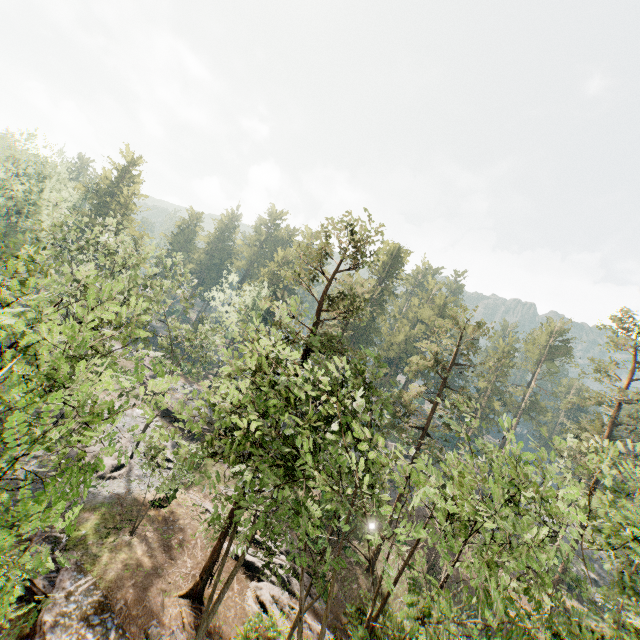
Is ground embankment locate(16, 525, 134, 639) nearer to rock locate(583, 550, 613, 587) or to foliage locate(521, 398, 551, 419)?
foliage locate(521, 398, 551, 419)

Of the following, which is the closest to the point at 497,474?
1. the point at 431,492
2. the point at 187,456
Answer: the point at 431,492

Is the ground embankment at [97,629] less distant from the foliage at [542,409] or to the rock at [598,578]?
the foliage at [542,409]

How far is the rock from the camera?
42.9m

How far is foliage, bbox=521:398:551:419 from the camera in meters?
57.3 m

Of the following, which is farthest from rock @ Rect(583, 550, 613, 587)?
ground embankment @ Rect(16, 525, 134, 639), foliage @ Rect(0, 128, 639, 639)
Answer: ground embankment @ Rect(16, 525, 134, 639)

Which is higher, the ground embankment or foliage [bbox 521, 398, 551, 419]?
foliage [bbox 521, 398, 551, 419]

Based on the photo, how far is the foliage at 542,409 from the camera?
57.34m
